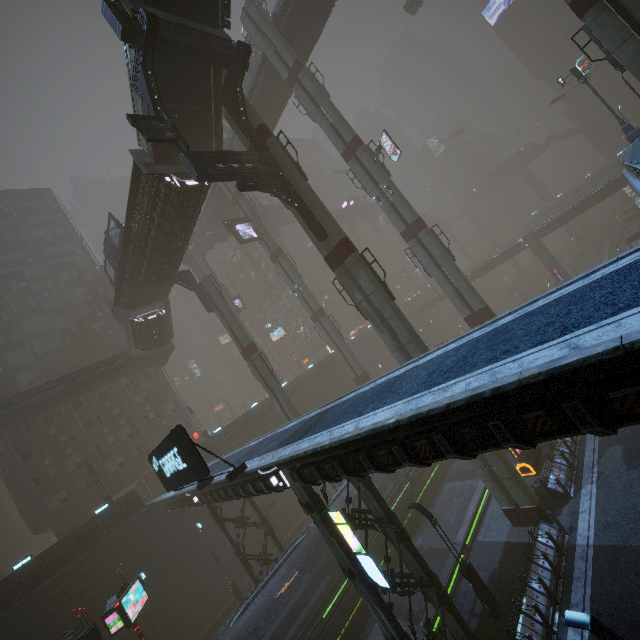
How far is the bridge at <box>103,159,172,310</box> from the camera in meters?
20.7

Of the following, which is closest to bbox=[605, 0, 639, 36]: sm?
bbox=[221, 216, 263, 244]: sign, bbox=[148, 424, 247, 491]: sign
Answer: bbox=[148, 424, 247, 491]: sign

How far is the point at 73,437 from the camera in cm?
3938

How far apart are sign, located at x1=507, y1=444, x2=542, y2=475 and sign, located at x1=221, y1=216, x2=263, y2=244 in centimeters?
3174cm

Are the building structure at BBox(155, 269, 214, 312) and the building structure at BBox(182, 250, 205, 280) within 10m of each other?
no

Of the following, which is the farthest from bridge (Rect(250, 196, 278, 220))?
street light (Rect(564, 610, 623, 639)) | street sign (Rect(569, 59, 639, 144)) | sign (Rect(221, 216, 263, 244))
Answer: street light (Rect(564, 610, 623, 639))

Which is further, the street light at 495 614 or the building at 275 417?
the building at 275 417

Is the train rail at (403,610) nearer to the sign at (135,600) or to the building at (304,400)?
the building at (304,400)
